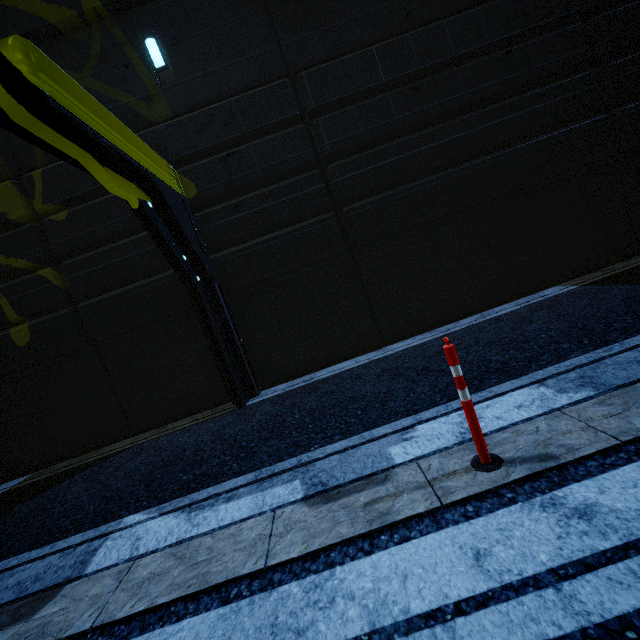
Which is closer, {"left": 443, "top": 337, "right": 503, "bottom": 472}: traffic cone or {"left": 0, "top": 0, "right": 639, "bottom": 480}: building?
{"left": 443, "top": 337, "right": 503, "bottom": 472}: traffic cone

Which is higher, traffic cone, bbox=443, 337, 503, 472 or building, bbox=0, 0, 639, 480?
building, bbox=0, 0, 639, 480

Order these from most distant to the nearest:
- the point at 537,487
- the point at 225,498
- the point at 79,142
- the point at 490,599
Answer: the point at 79,142 < the point at 225,498 < the point at 537,487 < the point at 490,599

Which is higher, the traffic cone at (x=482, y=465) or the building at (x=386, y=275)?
the building at (x=386, y=275)

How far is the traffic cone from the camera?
2.2 meters

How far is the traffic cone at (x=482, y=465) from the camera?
2.25m
